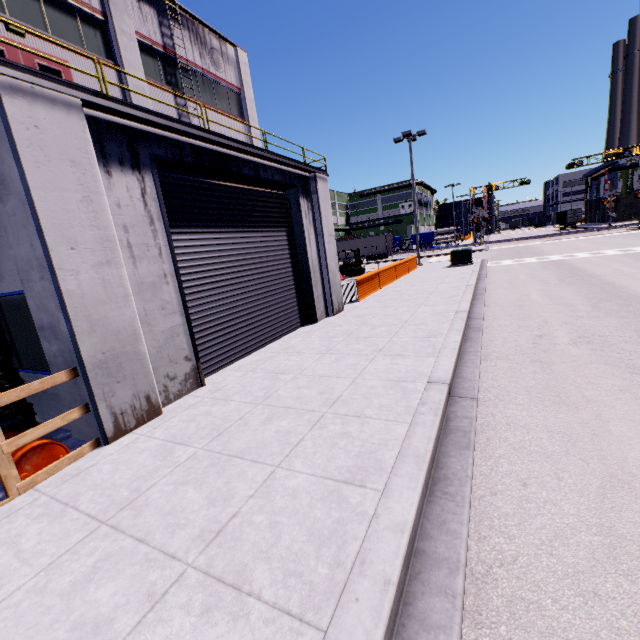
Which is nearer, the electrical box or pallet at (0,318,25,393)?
pallet at (0,318,25,393)

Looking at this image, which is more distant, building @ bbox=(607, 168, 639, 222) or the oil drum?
building @ bbox=(607, 168, 639, 222)

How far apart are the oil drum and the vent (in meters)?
20.34

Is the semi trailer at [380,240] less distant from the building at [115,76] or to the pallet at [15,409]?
the building at [115,76]

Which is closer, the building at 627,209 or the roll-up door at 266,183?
the roll-up door at 266,183

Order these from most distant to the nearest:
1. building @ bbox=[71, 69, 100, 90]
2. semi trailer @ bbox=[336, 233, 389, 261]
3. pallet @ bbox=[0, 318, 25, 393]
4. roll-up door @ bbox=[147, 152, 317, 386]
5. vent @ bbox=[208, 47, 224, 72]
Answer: semi trailer @ bbox=[336, 233, 389, 261] < vent @ bbox=[208, 47, 224, 72] < building @ bbox=[71, 69, 100, 90] < roll-up door @ bbox=[147, 152, 317, 386] < pallet @ bbox=[0, 318, 25, 393]

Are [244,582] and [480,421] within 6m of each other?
yes

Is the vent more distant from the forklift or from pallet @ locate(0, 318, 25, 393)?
pallet @ locate(0, 318, 25, 393)
